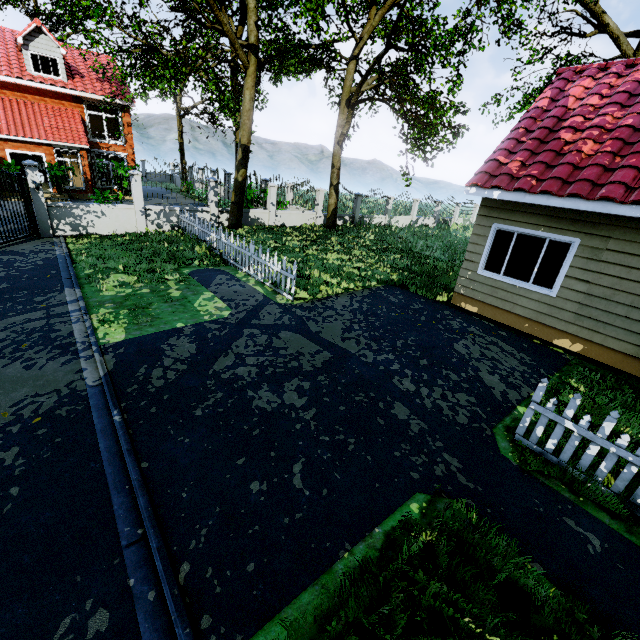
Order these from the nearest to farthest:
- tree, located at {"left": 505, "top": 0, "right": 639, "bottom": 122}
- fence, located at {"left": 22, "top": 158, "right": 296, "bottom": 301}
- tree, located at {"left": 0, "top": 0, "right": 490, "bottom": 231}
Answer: fence, located at {"left": 22, "top": 158, "right": 296, "bottom": 301} < tree, located at {"left": 0, "top": 0, "right": 490, "bottom": 231} < tree, located at {"left": 505, "top": 0, "right": 639, "bottom": 122}

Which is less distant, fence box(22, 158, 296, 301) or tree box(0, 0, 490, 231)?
fence box(22, 158, 296, 301)

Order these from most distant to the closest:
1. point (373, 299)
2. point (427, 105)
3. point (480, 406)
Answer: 1. point (427, 105)
2. point (373, 299)
3. point (480, 406)

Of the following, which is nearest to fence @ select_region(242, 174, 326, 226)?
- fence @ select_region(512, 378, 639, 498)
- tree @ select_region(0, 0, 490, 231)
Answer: tree @ select_region(0, 0, 490, 231)

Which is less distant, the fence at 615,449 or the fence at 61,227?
the fence at 615,449

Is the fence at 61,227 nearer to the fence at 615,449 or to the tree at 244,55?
the tree at 244,55
